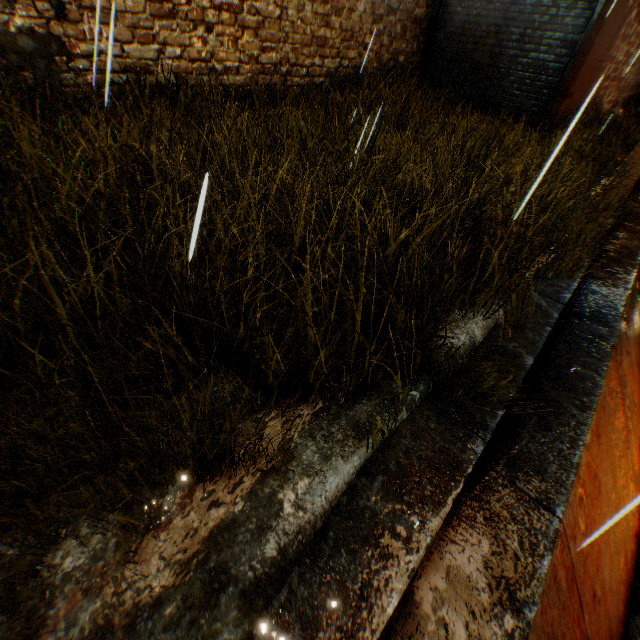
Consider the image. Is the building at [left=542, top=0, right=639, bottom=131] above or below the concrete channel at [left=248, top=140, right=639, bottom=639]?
above

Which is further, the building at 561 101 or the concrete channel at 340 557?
the building at 561 101

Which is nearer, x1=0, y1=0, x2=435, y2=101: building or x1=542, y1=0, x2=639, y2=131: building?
x1=0, y1=0, x2=435, y2=101: building

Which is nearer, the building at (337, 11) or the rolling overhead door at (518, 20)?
the building at (337, 11)

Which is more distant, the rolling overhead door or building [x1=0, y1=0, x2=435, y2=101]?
the rolling overhead door

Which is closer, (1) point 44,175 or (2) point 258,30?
(1) point 44,175

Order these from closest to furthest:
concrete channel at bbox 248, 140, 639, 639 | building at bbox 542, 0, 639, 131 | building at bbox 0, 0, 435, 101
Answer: concrete channel at bbox 248, 140, 639, 639
building at bbox 0, 0, 435, 101
building at bbox 542, 0, 639, 131
